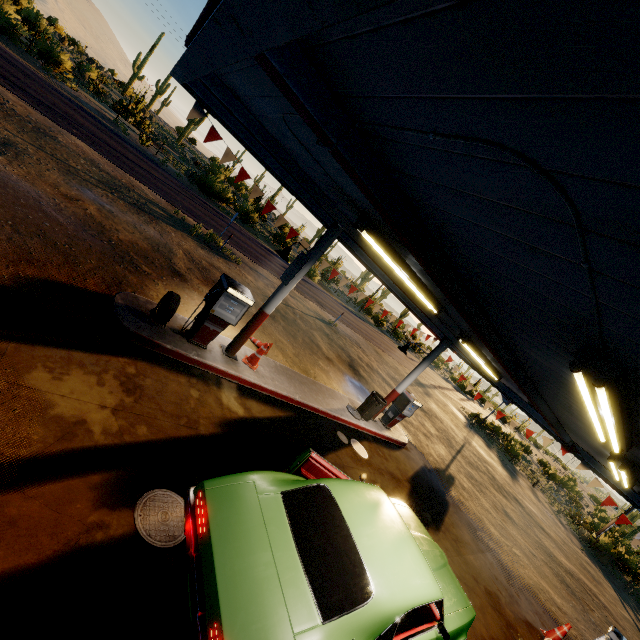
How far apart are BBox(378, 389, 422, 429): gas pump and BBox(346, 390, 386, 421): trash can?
0.9 meters

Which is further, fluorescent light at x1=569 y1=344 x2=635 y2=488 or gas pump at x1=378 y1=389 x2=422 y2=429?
gas pump at x1=378 y1=389 x2=422 y2=429

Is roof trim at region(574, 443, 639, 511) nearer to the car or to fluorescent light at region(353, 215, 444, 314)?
fluorescent light at region(353, 215, 444, 314)

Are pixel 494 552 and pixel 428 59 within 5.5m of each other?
no

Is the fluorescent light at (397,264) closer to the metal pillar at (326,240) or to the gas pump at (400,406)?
the metal pillar at (326,240)

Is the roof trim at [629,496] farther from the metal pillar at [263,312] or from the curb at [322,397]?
the curb at [322,397]

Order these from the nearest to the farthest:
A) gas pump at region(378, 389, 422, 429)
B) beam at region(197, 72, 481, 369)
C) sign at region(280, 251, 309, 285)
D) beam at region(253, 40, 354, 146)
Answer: beam at region(253, 40, 354, 146) → beam at region(197, 72, 481, 369) → sign at region(280, 251, 309, 285) → gas pump at region(378, 389, 422, 429)

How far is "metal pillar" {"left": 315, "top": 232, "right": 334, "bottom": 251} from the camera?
6.9m
